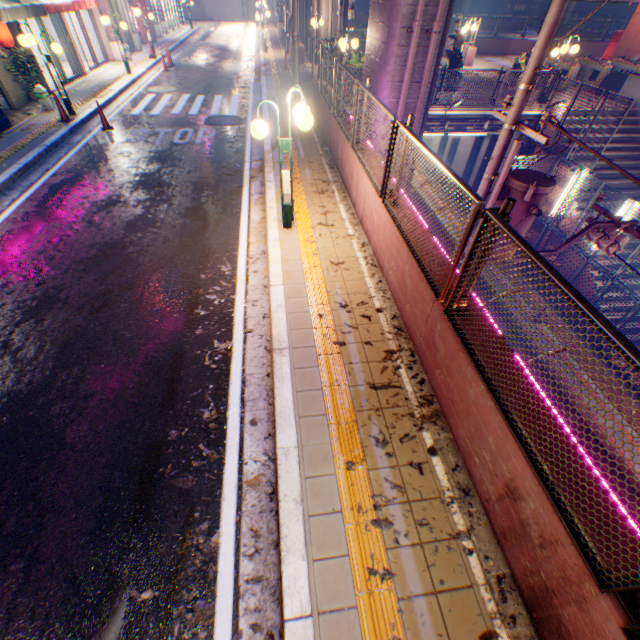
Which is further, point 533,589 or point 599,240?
point 599,240

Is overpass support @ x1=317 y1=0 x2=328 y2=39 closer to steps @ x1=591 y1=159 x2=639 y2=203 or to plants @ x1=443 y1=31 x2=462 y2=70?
plants @ x1=443 y1=31 x2=462 y2=70

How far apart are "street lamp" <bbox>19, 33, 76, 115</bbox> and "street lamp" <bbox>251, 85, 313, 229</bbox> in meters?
10.0 m

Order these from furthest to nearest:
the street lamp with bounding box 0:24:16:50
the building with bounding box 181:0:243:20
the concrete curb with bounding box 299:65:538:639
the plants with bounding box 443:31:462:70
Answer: the building with bounding box 181:0:243:20
the plants with bounding box 443:31:462:70
the street lamp with bounding box 0:24:16:50
the concrete curb with bounding box 299:65:538:639

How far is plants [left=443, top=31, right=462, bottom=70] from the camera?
12.6 meters

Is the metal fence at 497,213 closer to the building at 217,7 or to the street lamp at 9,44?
the street lamp at 9,44

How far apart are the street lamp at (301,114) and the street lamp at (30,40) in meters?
10.0

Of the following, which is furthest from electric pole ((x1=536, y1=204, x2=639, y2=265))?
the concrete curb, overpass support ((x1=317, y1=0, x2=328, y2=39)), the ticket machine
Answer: the ticket machine
